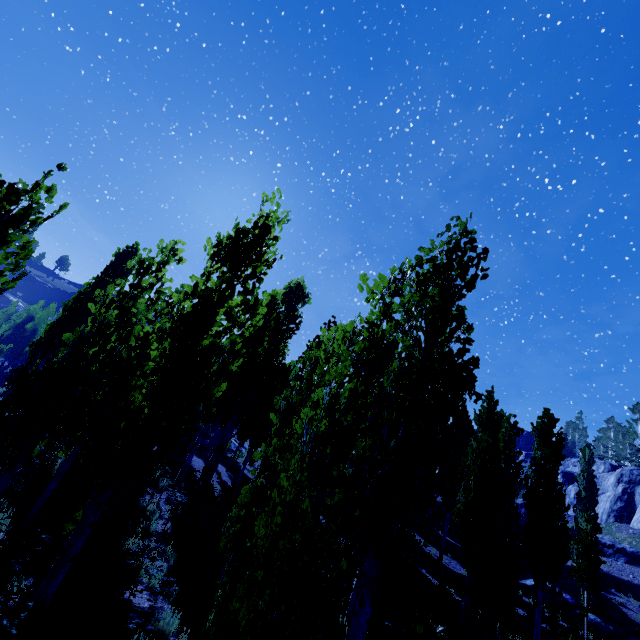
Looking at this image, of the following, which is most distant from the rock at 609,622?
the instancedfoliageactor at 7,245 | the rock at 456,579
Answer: the rock at 456,579

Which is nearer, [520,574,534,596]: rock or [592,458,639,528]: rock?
[520,574,534,596]: rock

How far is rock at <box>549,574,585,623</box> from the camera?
19.16m

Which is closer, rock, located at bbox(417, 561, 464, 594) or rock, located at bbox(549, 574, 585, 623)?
rock, located at bbox(417, 561, 464, 594)

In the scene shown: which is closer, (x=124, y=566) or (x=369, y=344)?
(x=369, y=344)

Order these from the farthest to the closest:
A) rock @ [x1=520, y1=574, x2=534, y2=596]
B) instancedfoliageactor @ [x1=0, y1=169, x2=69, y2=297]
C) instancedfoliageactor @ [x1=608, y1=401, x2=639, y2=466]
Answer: instancedfoliageactor @ [x1=608, y1=401, x2=639, y2=466] → rock @ [x1=520, y1=574, x2=534, y2=596] → instancedfoliageactor @ [x1=0, y1=169, x2=69, y2=297]

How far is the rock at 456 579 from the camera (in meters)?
17.86
